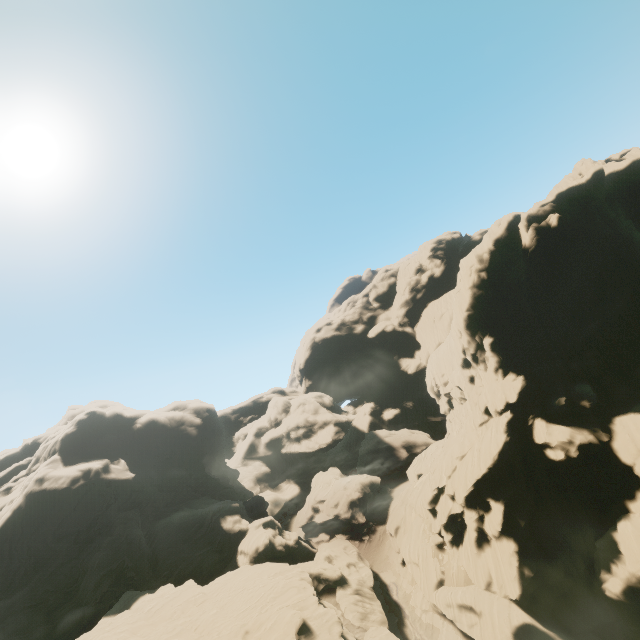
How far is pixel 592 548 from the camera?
29.3 meters

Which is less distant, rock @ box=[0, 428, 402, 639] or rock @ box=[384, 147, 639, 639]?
rock @ box=[384, 147, 639, 639]

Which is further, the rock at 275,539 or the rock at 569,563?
the rock at 275,539
